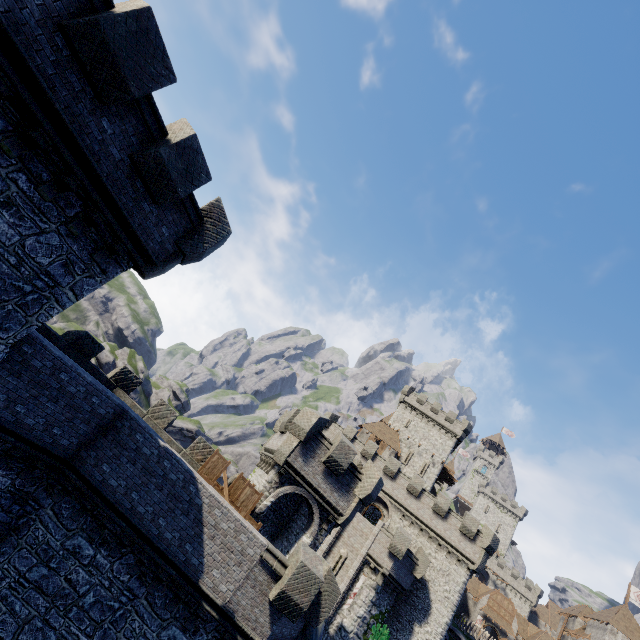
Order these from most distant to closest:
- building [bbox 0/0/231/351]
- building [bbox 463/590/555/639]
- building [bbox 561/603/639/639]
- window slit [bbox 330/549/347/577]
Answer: building [bbox 463/590/555/639], building [bbox 561/603/639/639], window slit [bbox 330/549/347/577], building [bbox 0/0/231/351]

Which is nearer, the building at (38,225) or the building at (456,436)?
the building at (38,225)

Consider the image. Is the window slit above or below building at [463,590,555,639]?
below

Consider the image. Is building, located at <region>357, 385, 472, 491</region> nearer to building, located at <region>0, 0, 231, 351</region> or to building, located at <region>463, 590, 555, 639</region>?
building, located at <region>463, 590, 555, 639</region>

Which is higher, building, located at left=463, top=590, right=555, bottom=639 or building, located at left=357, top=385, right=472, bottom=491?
building, located at left=357, top=385, right=472, bottom=491

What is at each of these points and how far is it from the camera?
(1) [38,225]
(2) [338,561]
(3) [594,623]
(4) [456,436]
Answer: (1) building, 7.8m
(2) window slit, 28.5m
(3) building, 54.4m
(4) building, 49.5m

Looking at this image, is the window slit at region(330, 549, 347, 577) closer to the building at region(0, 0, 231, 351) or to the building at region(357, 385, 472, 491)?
the building at region(357, 385, 472, 491)

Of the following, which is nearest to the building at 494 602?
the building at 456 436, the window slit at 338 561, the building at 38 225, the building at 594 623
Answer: the building at 594 623
